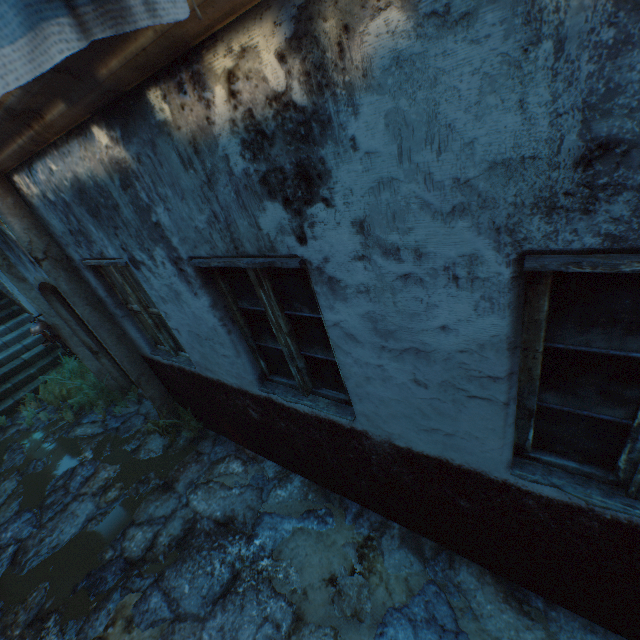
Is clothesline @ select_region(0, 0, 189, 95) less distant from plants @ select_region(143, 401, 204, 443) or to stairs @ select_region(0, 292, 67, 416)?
plants @ select_region(143, 401, 204, 443)

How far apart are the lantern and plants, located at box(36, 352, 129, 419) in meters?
1.0 m

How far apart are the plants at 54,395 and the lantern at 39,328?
1.0m

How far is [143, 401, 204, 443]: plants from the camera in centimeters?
468cm

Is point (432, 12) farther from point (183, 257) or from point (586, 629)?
point (586, 629)

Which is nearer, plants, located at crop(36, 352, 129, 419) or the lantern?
the lantern

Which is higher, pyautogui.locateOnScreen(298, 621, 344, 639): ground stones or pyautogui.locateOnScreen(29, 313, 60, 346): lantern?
pyautogui.locateOnScreen(29, 313, 60, 346): lantern

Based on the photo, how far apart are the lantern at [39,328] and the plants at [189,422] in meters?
1.9 m
